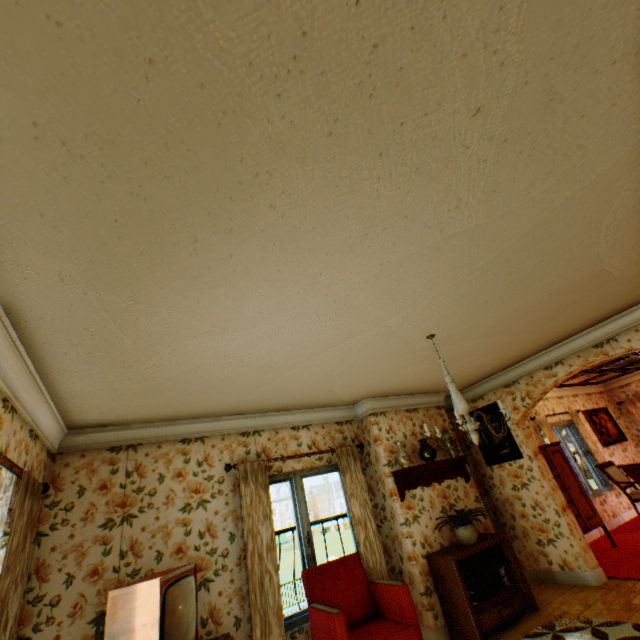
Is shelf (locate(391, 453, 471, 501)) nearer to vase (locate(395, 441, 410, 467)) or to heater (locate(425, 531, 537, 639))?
vase (locate(395, 441, 410, 467))

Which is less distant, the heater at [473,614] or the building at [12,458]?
the building at [12,458]

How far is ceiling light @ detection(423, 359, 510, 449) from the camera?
2.92m

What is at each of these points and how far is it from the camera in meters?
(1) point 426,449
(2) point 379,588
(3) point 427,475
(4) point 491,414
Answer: (1) vase, 5.2 m
(2) chair, 3.9 m
(3) shelf, 5.3 m
(4) picture frame, 6.1 m

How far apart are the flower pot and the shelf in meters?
0.6 m

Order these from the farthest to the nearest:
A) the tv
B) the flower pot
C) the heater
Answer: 1. the flower pot
2. the heater
3. the tv

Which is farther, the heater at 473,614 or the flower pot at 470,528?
the flower pot at 470,528

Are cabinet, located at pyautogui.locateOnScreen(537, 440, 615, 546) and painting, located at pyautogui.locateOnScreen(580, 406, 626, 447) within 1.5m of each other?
no
